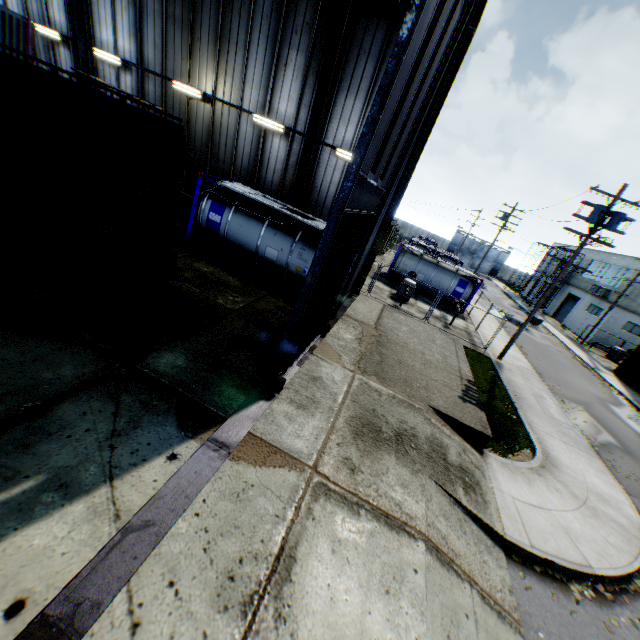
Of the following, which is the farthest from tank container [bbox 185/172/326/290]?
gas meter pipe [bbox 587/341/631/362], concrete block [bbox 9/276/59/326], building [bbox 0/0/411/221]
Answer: gas meter pipe [bbox 587/341/631/362]

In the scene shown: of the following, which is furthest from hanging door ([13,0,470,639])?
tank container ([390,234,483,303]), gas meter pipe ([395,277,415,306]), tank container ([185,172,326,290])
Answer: tank container ([390,234,483,303])

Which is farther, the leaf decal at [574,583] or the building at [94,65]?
the building at [94,65]

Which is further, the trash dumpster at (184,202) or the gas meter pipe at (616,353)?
the gas meter pipe at (616,353)

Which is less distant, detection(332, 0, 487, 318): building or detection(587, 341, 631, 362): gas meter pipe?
detection(332, 0, 487, 318): building

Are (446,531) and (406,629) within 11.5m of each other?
yes

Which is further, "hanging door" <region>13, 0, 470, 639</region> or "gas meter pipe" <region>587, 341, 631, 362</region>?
"gas meter pipe" <region>587, 341, 631, 362</region>

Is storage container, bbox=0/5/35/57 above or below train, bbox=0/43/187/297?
above
